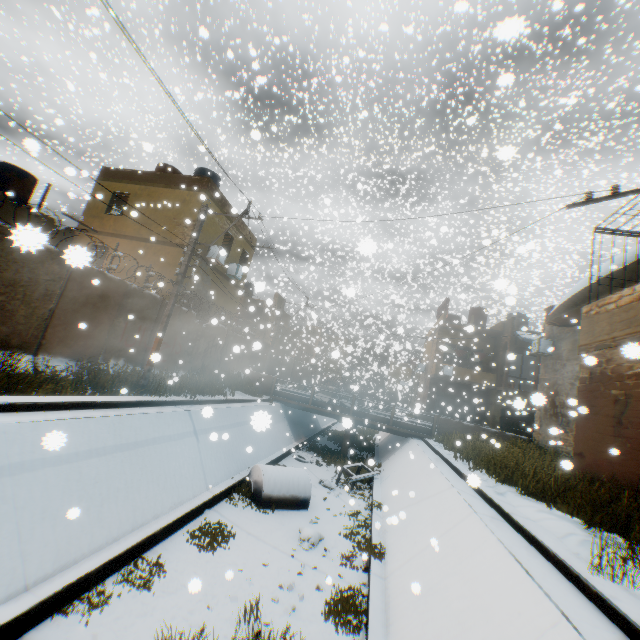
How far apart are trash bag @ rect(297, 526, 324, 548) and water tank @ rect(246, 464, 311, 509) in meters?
1.2 m

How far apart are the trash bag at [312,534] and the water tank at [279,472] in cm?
123

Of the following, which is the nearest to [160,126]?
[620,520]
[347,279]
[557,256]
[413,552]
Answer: [347,279]

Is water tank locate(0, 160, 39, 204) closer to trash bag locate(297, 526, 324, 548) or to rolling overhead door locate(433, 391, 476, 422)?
trash bag locate(297, 526, 324, 548)

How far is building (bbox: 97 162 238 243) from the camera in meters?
16.5

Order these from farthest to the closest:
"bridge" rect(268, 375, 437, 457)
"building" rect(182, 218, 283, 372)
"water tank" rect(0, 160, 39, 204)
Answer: "bridge" rect(268, 375, 437, 457), "building" rect(182, 218, 283, 372), "water tank" rect(0, 160, 39, 204)

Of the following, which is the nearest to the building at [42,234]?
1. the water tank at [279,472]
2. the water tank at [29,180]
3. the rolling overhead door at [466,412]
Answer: the rolling overhead door at [466,412]
